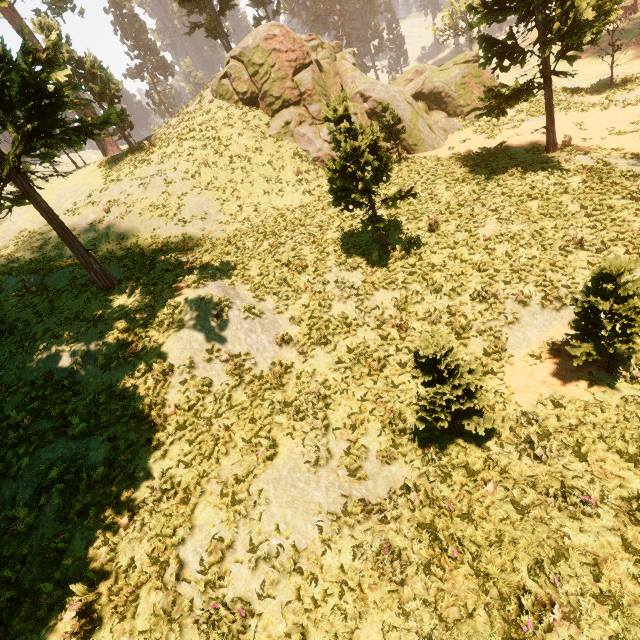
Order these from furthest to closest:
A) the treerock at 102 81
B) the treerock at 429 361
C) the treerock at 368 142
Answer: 1. the treerock at 368 142
2. the treerock at 102 81
3. the treerock at 429 361

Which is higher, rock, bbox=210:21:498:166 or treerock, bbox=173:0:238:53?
treerock, bbox=173:0:238:53

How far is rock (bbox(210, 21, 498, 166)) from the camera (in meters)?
22.22

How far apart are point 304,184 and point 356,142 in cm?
1275

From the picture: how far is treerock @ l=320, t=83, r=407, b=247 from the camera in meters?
11.0

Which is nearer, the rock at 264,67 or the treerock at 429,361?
the treerock at 429,361

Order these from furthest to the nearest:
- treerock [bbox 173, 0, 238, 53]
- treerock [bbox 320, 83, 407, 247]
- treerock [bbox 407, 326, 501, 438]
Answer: treerock [bbox 173, 0, 238, 53]
treerock [bbox 320, 83, 407, 247]
treerock [bbox 407, 326, 501, 438]
